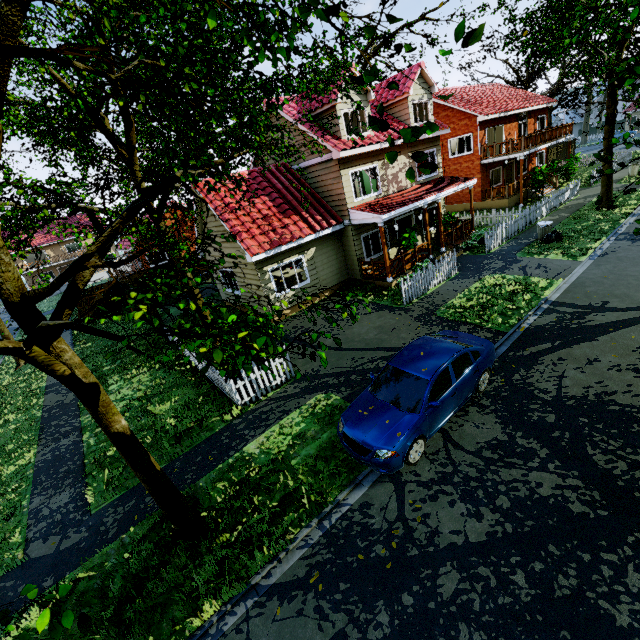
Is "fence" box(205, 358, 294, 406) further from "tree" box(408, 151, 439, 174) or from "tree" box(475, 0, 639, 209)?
"tree" box(408, 151, 439, 174)

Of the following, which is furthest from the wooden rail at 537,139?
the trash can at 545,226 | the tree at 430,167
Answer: the tree at 430,167

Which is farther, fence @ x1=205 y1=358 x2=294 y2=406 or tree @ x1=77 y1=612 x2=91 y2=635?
fence @ x1=205 y1=358 x2=294 y2=406

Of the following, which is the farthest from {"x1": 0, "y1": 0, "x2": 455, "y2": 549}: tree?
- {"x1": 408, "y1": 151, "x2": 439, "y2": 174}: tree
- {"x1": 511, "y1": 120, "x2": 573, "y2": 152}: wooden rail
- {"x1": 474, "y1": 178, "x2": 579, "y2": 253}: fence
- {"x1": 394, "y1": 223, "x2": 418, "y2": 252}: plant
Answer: {"x1": 394, "y1": 223, "x2": 418, "y2": 252}: plant

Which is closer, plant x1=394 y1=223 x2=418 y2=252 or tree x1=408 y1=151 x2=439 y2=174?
tree x1=408 y1=151 x2=439 y2=174

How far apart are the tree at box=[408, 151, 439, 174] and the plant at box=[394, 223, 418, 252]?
15.22m

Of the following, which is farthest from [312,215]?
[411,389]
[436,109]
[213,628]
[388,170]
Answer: [436,109]

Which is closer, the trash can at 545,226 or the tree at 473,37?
the tree at 473,37
